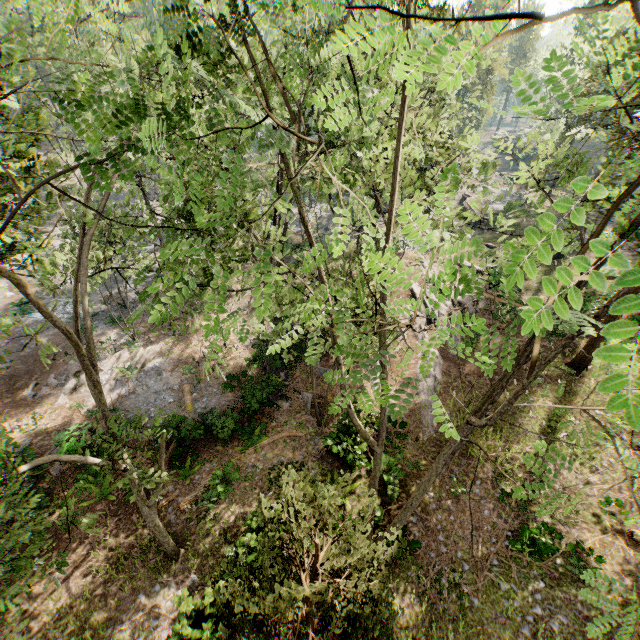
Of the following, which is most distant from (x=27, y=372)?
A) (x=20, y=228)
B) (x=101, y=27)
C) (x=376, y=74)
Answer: (x=101, y=27)

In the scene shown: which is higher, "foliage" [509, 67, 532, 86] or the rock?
"foliage" [509, 67, 532, 86]

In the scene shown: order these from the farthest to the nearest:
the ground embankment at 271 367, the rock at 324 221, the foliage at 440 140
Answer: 1. the rock at 324 221
2. the ground embankment at 271 367
3. the foliage at 440 140

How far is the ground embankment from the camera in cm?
1808

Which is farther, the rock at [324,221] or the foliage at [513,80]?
the rock at [324,221]

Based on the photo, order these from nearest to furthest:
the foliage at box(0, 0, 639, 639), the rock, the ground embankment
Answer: the foliage at box(0, 0, 639, 639)
the ground embankment
the rock

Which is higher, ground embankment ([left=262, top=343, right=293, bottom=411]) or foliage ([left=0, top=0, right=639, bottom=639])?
foliage ([left=0, top=0, right=639, bottom=639])

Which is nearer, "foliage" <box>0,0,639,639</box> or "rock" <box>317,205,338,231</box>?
"foliage" <box>0,0,639,639</box>
